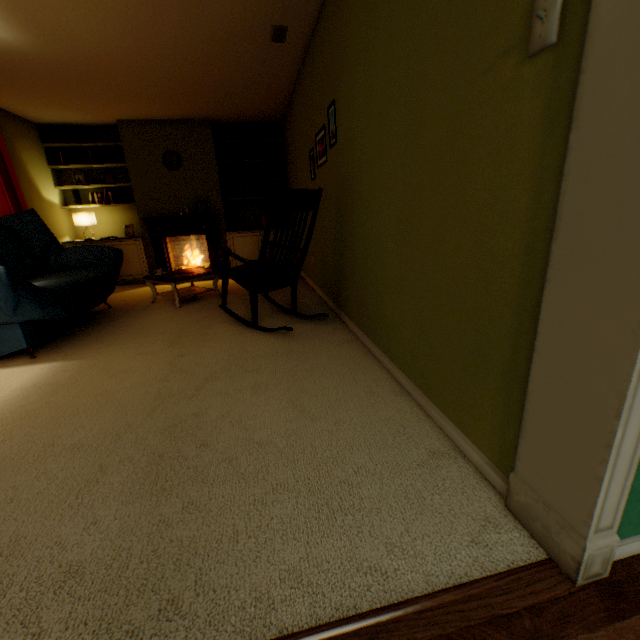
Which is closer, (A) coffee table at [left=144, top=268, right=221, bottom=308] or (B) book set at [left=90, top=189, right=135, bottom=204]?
(A) coffee table at [left=144, top=268, right=221, bottom=308]

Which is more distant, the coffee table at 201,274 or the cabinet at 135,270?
the cabinet at 135,270

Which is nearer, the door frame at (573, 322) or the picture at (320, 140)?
the door frame at (573, 322)

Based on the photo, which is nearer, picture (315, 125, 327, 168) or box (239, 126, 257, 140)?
picture (315, 125, 327, 168)

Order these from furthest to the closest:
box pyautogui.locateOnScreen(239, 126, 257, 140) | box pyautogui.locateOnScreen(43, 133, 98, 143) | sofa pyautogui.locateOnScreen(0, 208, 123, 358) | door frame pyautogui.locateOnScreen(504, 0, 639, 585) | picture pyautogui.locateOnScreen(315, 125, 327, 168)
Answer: box pyautogui.locateOnScreen(239, 126, 257, 140)
box pyautogui.locateOnScreen(43, 133, 98, 143)
picture pyautogui.locateOnScreen(315, 125, 327, 168)
sofa pyautogui.locateOnScreen(0, 208, 123, 358)
door frame pyautogui.locateOnScreen(504, 0, 639, 585)

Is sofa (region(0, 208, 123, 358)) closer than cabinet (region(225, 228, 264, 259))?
Yes

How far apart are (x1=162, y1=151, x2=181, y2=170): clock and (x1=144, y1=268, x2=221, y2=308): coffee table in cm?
194

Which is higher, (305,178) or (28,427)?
(305,178)
